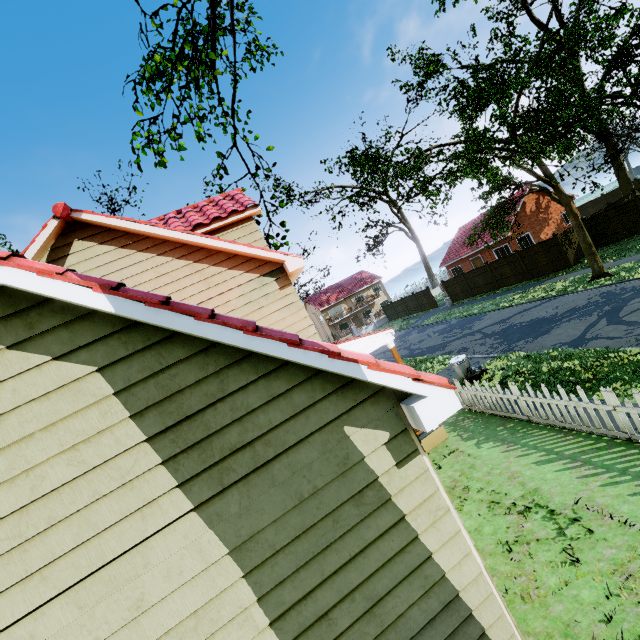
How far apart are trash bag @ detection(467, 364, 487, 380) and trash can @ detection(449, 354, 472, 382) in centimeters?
1cm

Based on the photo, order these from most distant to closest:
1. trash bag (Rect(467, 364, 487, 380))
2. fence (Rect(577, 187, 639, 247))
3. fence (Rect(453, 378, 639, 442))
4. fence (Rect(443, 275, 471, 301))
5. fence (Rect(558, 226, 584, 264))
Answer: fence (Rect(443, 275, 471, 301)) < fence (Rect(558, 226, 584, 264)) < fence (Rect(577, 187, 639, 247)) < trash bag (Rect(467, 364, 487, 380)) < fence (Rect(453, 378, 639, 442))

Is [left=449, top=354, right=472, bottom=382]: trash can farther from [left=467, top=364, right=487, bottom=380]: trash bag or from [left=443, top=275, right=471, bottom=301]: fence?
[left=443, top=275, right=471, bottom=301]: fence

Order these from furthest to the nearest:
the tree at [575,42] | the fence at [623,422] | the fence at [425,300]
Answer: the fence at [425,300], the tree at [575,42], the fence at [623,422]

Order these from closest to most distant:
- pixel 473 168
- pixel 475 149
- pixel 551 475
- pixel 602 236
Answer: pixel 551 475
pixel 475 149
pixel 473 168
pixel 602 236

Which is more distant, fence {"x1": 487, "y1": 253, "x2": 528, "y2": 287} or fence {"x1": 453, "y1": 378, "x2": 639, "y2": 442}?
fence {"x1": 487, "y1": 253, "x2": 528, "y2": 287}

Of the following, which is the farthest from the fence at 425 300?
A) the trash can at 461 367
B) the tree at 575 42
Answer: the trash can at 461 367
